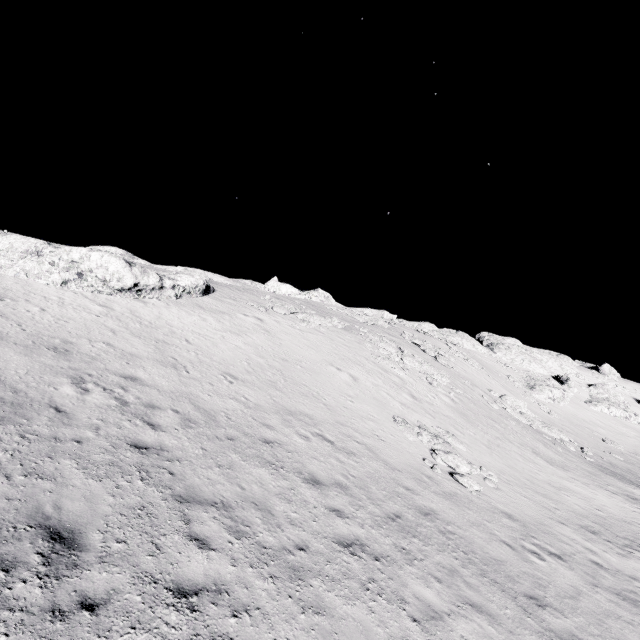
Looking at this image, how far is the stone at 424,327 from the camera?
35.4m

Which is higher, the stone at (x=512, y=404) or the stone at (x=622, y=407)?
the stone at (x=622, y=407)

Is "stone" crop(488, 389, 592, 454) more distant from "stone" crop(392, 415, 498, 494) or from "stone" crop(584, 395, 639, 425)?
"stone" crop(584, 395, 639, 425)

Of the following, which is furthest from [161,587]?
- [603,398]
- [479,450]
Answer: [603,398]

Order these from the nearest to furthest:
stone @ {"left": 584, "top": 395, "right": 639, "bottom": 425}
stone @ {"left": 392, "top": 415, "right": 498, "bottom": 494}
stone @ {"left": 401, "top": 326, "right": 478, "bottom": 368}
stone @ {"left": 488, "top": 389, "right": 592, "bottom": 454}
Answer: stone @ {"left": 392, "top": 415, "right": 498, "bottom": 494}, stone @ {"left": 488, "top": 389, "right": 592, "bottom": 454}, stone @ {"left": 401, "top": 326, "right": 478, "bottom": 368}, stone @ {"left": 584, "top": 395, "right": 639, "bottom": 425}

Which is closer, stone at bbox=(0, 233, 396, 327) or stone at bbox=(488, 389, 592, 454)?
stone at bbox=(0, 233, 396, 327)

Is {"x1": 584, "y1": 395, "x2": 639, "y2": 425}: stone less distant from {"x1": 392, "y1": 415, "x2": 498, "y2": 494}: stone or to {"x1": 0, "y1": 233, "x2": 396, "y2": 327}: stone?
{"x1": 392, "y1": 415, "x2": 498, "y2": 494}: stone

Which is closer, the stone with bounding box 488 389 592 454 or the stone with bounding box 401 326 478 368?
the stone with bounding box 488 389 592 454
